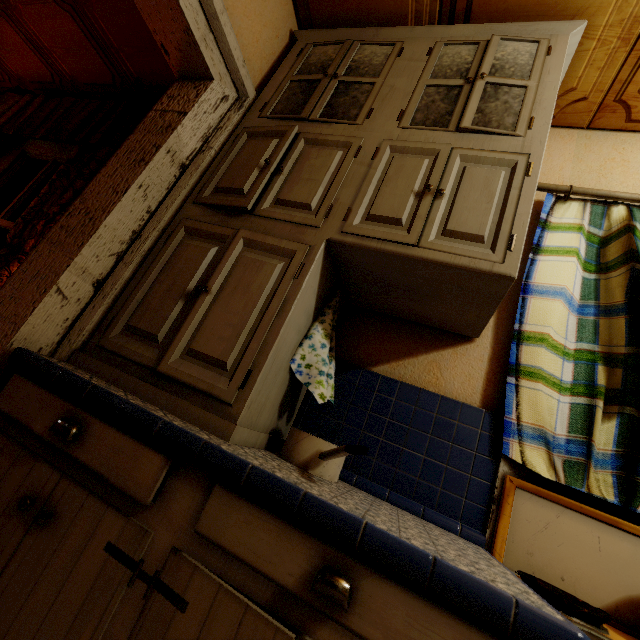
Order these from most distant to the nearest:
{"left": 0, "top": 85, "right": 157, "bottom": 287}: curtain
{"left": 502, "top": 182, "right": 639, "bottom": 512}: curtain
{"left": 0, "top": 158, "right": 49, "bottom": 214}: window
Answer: Answer: {"left": 0, "top": 158, "right": 49, "bottom": 214}: window < {"left": 0, "top": 85, "right": 157, "bottom": 287}: curtain < {"left": 502, "top": 182, "right": 639, "bottom": 512}: curtain

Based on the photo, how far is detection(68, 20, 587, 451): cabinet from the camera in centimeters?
102cm

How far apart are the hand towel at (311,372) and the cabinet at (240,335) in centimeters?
3cm

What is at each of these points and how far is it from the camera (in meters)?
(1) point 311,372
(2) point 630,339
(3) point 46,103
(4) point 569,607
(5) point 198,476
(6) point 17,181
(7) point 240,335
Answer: (1) hand towel, 1.18
(2) curtain, 1.17
(3) curtain, 2.75
(4) cooking pot, 0.77
(5) counter, 0.73
(6) window, 2.79
(7) cabinet, 1.03

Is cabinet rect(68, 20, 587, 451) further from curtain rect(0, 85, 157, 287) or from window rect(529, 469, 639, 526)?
curtain rect(0, 85, 157, 287)

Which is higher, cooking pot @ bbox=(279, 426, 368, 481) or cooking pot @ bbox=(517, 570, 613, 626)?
cooking pot @ bbox=(279, 426, 368, 481)

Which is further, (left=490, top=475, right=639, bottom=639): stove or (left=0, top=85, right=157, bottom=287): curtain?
(left=0, top=85, right=157, bottom=287): curtain

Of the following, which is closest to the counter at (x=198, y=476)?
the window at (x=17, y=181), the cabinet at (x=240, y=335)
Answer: the cabinet at (x=240, y=335)
